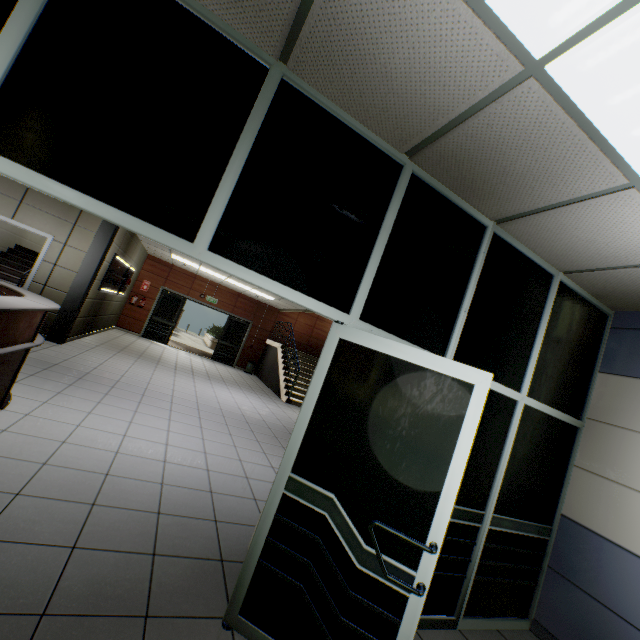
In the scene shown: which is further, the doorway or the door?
the door

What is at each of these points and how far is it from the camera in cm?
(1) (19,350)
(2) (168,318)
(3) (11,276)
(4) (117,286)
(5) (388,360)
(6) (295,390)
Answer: (1) desk, 311
(2) door, 1381
(3) stairs, 897
(4) sign, 997
(5) doorway, 205
(6) stairs, 1124

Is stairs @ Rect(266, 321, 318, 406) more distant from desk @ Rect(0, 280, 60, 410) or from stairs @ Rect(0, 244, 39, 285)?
desk @ Rect(0, 280, 60, 410)

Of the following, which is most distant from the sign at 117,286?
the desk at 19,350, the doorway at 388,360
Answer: the doorway at 388,360

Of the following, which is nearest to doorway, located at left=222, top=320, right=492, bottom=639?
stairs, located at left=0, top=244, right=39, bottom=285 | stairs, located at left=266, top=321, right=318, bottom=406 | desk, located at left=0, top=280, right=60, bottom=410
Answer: desk, located at left=0, top=280, right=60, bottom=410

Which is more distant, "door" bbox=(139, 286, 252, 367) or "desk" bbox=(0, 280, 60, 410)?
"door" bbox=(139, 286, 252, 367)

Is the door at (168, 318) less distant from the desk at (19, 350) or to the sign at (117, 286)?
the sign at (117, 286)

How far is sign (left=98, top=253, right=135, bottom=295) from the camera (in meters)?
8.35
